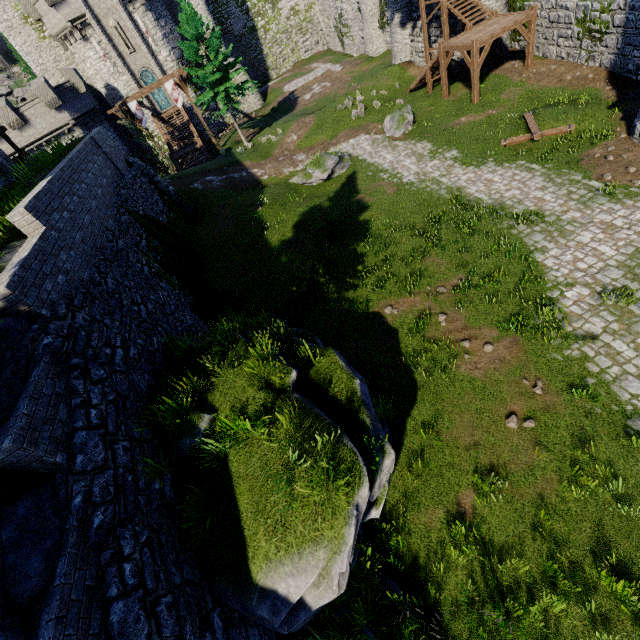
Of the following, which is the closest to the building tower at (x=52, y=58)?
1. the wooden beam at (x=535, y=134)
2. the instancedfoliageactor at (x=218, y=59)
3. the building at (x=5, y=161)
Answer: the instancedfoliageactor at (x=218, y=59)

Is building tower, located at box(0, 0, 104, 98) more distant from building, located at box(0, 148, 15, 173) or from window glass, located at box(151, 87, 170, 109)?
building, located at box(0, 148, 15, 173)

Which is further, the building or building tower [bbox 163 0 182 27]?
building tower [bbox 163 0 182 27]

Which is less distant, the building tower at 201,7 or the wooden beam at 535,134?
the wooden beam at 535,134

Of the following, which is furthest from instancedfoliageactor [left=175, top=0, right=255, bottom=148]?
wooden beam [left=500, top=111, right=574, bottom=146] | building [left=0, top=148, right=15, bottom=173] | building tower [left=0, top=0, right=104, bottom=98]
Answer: wooden beam [left=500, top=111, right=574, bottom=146]

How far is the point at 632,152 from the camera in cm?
1288

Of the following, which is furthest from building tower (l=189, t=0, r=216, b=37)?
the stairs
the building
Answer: the building

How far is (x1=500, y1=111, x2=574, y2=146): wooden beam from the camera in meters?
15.0 m
